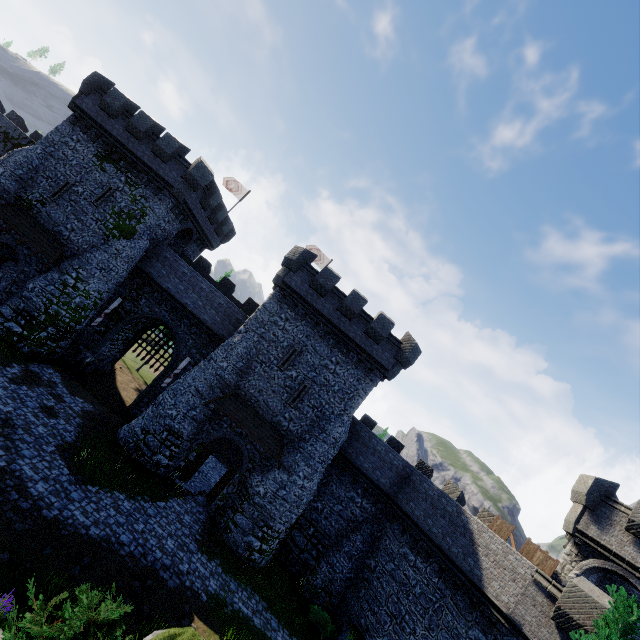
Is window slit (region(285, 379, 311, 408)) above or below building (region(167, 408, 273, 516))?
above

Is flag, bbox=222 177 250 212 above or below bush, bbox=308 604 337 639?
above

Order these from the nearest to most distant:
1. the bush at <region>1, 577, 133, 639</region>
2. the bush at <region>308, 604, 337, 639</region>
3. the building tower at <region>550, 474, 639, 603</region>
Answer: the bush at <region>1, 577, 133, 639</region> → the building tower at <region>550, 474, 639, 603</region> → the bush at <region>308, 604, 337, 639</region>

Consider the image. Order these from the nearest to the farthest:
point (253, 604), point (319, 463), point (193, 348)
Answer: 1. point (253, 604)
2. point (319, 463)
3. point (193, 348)

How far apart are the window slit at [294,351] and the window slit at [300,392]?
1.3m

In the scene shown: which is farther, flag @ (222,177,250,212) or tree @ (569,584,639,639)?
flag @ (222,177,250,212)

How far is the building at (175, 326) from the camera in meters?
22.1 m

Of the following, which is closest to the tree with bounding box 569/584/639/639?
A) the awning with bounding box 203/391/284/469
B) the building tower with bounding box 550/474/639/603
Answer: the building tower with bounding box 550/474/639/603
